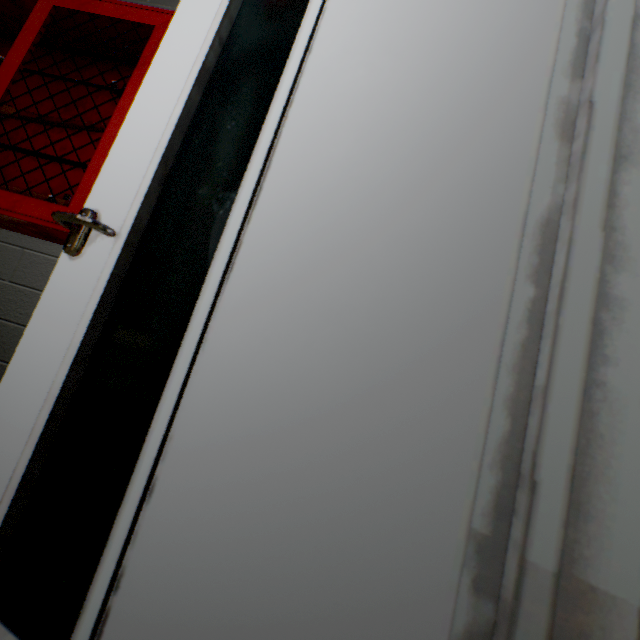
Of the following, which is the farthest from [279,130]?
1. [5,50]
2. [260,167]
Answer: [5,50]

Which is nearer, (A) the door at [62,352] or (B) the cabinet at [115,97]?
(A) the door at [62,352]

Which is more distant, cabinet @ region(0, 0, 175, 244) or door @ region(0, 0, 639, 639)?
cabinet @ region(0, 0, 175, 244)
